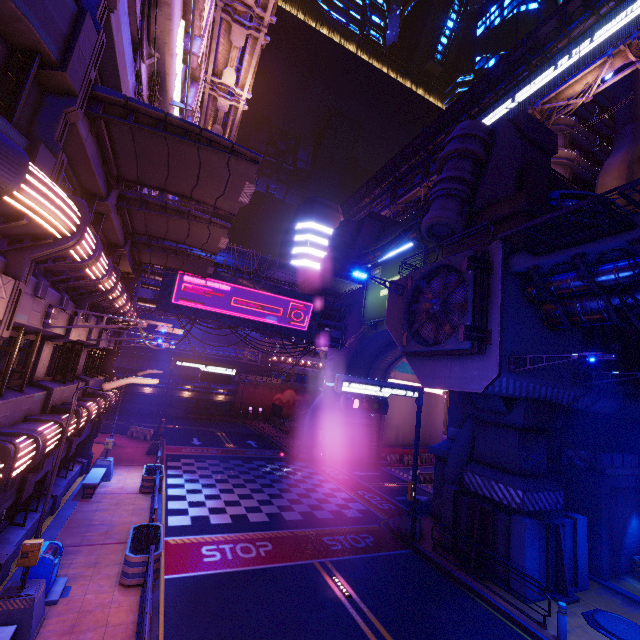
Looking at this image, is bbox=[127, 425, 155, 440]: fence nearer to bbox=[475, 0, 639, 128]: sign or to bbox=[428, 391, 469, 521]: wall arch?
bbox=[428, 391, 469, 521]: wall arch

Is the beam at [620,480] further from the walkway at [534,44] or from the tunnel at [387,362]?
the walkway at [534,44]

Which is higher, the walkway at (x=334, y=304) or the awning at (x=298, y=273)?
the awning at (x=298, y=273)

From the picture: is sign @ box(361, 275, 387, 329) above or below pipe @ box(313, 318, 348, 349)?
above

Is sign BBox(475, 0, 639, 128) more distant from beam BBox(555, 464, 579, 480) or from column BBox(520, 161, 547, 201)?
beam BBox(555, 464, 579, 480)

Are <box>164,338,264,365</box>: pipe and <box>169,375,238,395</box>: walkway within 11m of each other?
yes

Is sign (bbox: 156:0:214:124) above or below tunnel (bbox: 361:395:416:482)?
above

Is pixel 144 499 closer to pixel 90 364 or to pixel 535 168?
pixel 90 364
